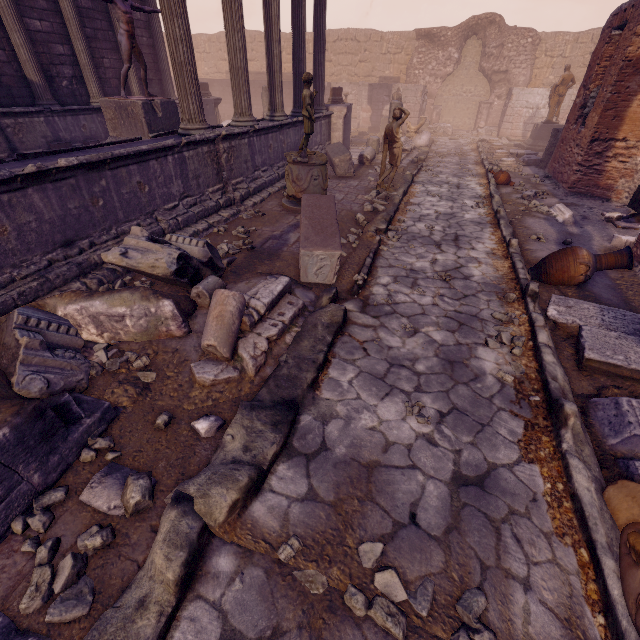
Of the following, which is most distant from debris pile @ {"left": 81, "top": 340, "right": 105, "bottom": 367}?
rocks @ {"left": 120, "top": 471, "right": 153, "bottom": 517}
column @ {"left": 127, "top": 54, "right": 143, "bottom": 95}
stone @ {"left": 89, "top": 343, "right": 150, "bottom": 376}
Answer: column @ {"left": 127, "top": 54, "right": 143, "bottom": 95}

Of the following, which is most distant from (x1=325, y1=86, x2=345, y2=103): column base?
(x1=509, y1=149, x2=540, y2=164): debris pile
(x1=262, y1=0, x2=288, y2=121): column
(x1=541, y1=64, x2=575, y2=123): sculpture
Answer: (x1=541, y1=64, x2=575, y2=123): sculpture

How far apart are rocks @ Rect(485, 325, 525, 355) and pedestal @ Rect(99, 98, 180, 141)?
8.6m

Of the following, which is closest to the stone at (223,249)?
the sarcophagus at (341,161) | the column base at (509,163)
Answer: the sarcophagus at (341,161)

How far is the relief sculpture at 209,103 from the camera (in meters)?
14.12

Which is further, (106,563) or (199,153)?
(199,153)

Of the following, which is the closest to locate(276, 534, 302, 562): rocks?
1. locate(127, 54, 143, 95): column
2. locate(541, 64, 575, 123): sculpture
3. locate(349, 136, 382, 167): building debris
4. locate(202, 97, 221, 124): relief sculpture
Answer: locate(349, 136, 382, 167): building debris

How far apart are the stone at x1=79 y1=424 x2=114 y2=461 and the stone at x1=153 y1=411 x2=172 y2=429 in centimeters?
32cm
